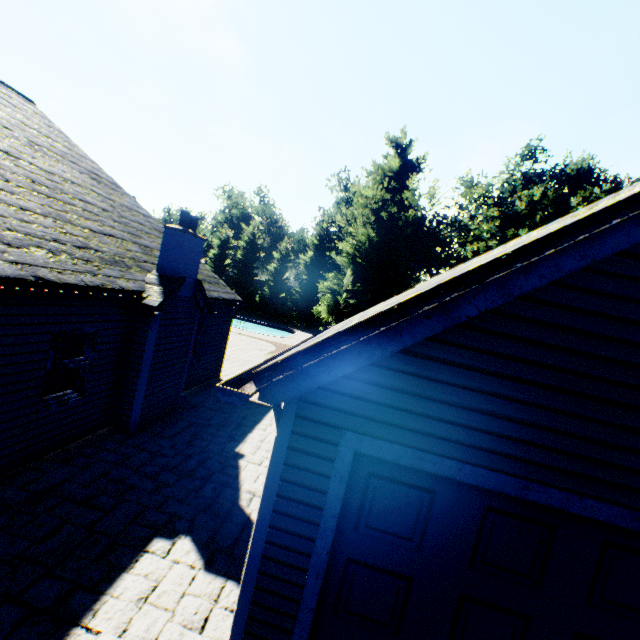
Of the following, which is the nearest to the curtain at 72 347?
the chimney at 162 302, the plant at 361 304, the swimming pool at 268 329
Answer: the chimney at 162 302

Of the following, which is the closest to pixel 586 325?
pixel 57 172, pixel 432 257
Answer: pixel 57 172

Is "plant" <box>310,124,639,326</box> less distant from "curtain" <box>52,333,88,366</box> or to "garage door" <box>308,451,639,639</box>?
"curtain" <box>52,333,88,366</box>

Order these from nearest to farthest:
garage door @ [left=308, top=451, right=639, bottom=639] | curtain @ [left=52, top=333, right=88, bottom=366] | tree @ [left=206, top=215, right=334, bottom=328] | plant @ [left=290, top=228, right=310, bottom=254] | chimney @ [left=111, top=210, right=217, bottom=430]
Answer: garage door @ [left=308, top=451, right=639, bottom=639], curtain @ [left=52, top=333, right=88, bottom=366], chimney @ [left=111, top=210, right=217, bottom=430], tree @ [left=206, top=215, right=334, bottom=328], plant @ [left=290, top=228, right=310, bottom=254]

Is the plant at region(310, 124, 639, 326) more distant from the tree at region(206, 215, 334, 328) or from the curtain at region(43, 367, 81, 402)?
the curtain at region(43, 367, 81, 402)

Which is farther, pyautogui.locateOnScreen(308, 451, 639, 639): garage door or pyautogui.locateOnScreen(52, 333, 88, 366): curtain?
pyautogui.locateOnScreen(52, 333, 88, 366): curtain

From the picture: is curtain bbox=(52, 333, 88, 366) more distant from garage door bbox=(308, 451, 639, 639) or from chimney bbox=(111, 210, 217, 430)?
garage door bbox=(308, 451, 639, 639)

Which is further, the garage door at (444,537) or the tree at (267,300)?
the tree at (267,300)
